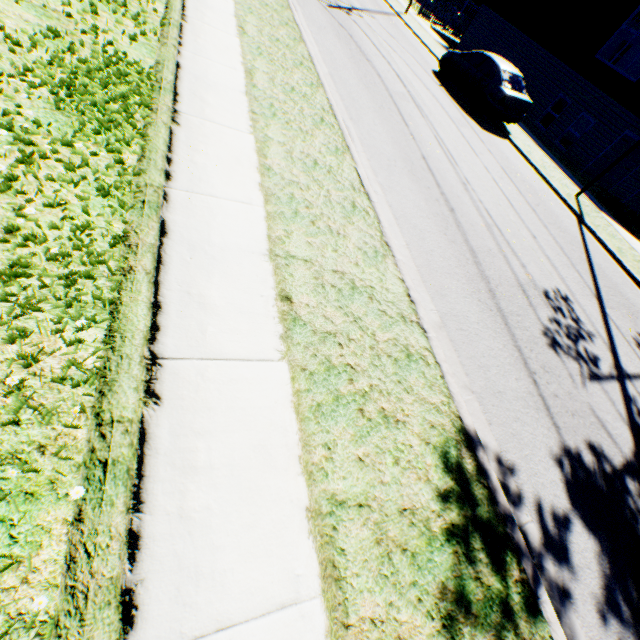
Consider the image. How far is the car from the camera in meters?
12.3

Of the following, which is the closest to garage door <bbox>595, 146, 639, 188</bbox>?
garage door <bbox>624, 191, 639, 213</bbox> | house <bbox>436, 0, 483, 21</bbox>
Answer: garage door <bbox>624, 191, 639, 213</bbox>

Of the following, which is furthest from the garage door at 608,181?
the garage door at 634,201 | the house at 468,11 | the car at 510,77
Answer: the house at 468,11

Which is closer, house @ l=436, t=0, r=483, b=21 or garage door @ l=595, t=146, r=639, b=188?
garage door @ l=595, t=146, r=639, b=188

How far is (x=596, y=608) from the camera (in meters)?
3.05

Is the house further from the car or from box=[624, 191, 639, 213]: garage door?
box=[624, 191, 639, 213]: garage door

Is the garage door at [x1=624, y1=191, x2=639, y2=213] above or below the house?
below
